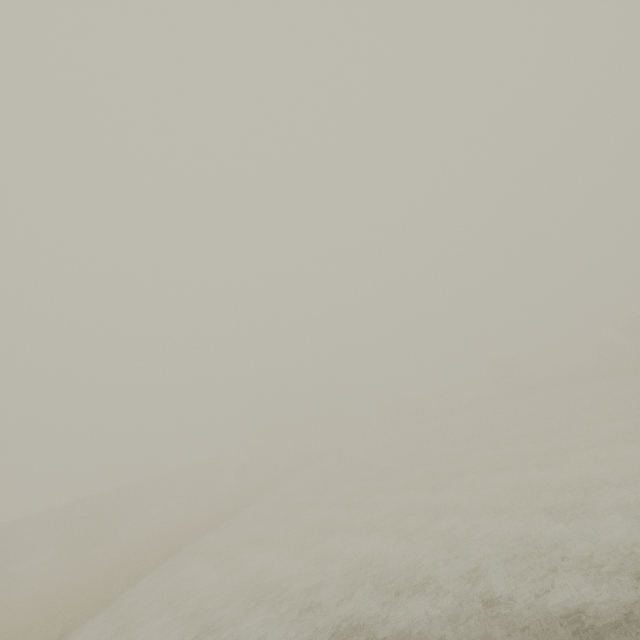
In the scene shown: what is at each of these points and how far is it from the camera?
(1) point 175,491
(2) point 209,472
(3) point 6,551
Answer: (1) boxcar, 50.0m
(2) boxcar, 52.9m
(3) boxcar, 29.6m

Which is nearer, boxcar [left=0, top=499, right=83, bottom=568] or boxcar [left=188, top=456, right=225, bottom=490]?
boxcar [left=0, top=499, right=83, bottom=568]

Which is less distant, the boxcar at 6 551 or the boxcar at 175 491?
the boxcar at 6 551

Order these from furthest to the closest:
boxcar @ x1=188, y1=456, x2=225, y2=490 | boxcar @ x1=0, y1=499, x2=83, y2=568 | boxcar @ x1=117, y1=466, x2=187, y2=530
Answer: boxcar @ x1=188, y1=456, x2=225, y2=490, boxcar @ x1=117, y1=466, x2=187, y2=530, boxcar @ x1=0, y1=499, x2=83, y2=568

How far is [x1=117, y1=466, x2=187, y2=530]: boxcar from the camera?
39.9m
